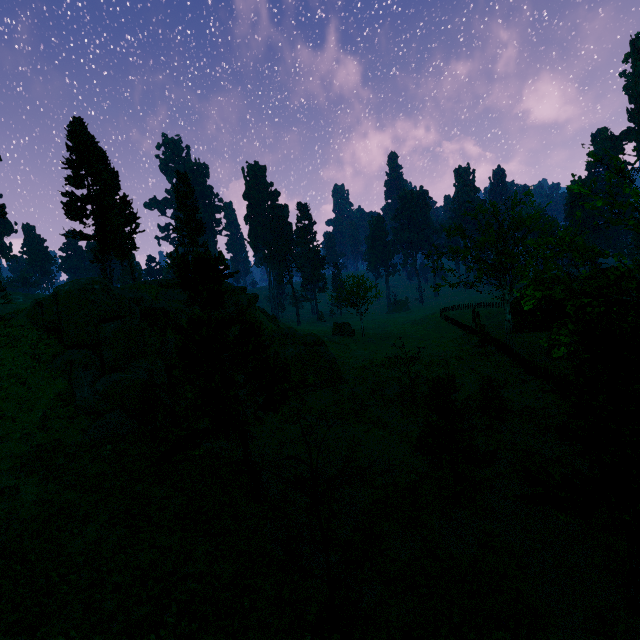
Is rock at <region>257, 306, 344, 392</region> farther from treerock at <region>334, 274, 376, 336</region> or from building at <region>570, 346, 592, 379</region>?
building at <region>570, 346, 592, 379</region>

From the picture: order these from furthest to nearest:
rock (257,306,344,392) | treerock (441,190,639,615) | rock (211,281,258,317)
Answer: rock (211,281,258,317), rock (257,306,344,392), treerock (441,190,639,615)

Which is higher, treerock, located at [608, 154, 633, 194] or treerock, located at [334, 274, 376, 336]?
treerock, located at [608, 154, 633, 194]

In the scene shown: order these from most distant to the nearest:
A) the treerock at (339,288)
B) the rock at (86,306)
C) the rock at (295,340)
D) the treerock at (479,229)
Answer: the treerock at (339,288), the rock at (295,340), the rock at (86,306), the treerock at (479,229)

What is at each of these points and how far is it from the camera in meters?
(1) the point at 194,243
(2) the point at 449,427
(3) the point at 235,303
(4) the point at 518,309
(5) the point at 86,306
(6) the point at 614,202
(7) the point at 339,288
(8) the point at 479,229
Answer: (1) treerock, 46.5 m
(2) treerock, 13.5 m
(3) rock, 42.3 m
(4) building, 50.4 m
(5) rock, 22.7 m
(6) treerock, 10.9 m
(7) treerock, 50.8 m
(8) treerock, 32.6 m

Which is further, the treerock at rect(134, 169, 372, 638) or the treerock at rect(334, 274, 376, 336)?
the treerock at rect(334, 274, 376, 336)

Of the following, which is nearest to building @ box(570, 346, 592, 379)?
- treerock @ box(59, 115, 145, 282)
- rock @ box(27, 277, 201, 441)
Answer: treerock @ box(59, 115, 145, 282)

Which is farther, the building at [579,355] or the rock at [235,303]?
the rock at [235,303]
